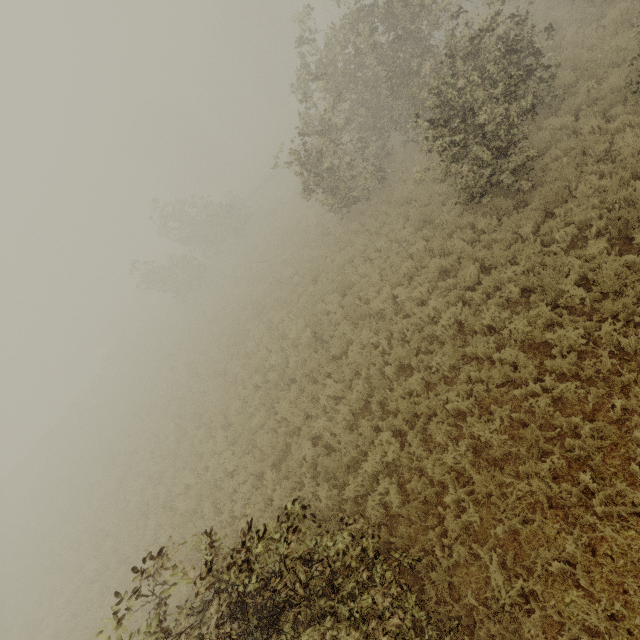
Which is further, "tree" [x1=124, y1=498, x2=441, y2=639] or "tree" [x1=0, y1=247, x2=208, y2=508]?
"tree" [x1=0, y1=247, x2=208, y2=508]

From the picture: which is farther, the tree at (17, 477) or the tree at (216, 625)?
the tree at (17, 477)

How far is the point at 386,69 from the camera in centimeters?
1198cm
